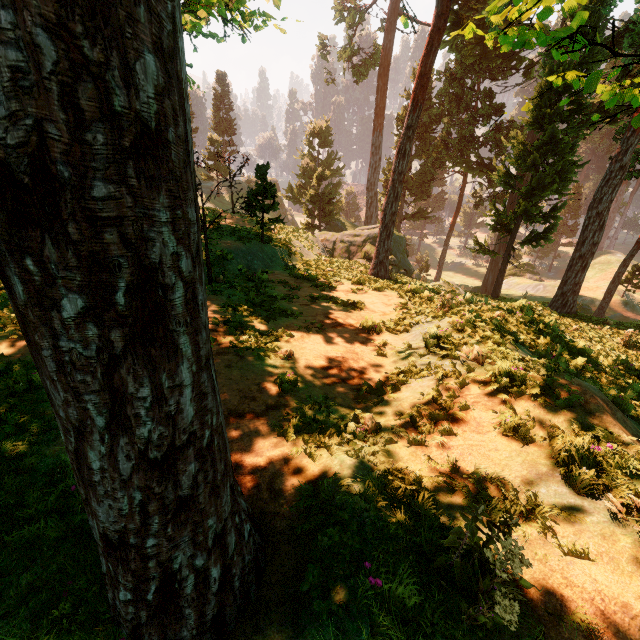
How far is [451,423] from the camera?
5.0 meters

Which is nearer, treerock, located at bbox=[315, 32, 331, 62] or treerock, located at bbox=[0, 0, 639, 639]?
treerock, located at bbox=[0, 0, 639, 639]

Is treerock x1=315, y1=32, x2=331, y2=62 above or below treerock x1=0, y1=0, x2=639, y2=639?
above

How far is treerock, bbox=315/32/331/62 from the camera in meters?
36.1 m

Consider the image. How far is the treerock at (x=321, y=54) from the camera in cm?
3612

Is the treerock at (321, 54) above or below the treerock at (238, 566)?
above
